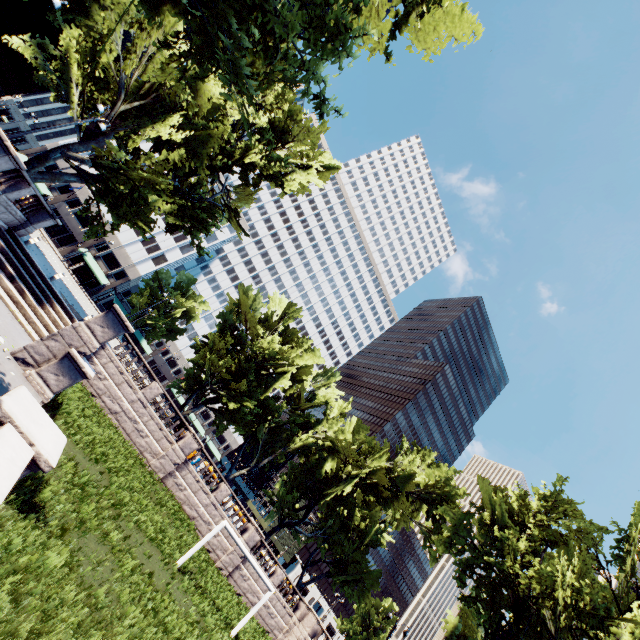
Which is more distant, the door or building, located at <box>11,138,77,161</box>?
the door

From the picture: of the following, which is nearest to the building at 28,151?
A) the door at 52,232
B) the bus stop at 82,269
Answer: the door at 52,232

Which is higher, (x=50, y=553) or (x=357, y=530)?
(x=357, y=530)

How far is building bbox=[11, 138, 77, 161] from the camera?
50.8 meters

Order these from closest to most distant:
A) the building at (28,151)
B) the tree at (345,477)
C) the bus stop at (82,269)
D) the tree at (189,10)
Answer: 1. the tree at (189,10)
2. the tree at (345,477)
3. the bus stop at (82,269)
4. the building at (28,151)

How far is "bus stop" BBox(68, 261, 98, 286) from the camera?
49.0 meters

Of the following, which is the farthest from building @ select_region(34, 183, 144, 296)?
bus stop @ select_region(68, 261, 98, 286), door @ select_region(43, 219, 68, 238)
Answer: bus stop @ select_region(68, 261, 98, 286)
